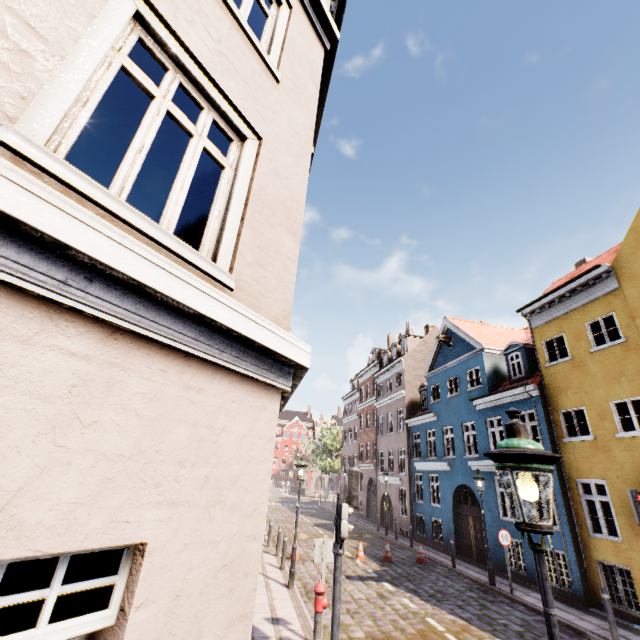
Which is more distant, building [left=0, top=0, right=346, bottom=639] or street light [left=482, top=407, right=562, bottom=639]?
street light [left=482, top=407, right=562, bottom=639]

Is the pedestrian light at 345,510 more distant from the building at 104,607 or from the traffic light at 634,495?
the traffic light at 634,495

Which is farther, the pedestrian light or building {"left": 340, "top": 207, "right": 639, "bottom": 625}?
building {"left": 340, "top": 207, "right": 639, "bottom": 625}

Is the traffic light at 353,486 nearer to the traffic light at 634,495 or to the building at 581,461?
the building at 581,461

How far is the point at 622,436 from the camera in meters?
10.5

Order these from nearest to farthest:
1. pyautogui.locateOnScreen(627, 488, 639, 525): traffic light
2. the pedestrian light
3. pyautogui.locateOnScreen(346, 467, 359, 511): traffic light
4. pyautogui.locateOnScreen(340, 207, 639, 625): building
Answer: the pedestrian light < pyautogui.locateOnScreen(346, 467, 359, 511): traffic light < pyautogui.locateOnScreen(627, 488, 639, 525): traffic light < pyautogui.locateOnScreen(340, 207, 639, 625): building

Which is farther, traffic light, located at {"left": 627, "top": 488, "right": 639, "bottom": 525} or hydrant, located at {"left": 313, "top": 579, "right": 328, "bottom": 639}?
traffic light, located at {"left": 627, "top": 488, "right": 639, "bottom": 525}

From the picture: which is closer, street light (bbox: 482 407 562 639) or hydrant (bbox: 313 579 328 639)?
street light (bbox: 482 407 562 639)
